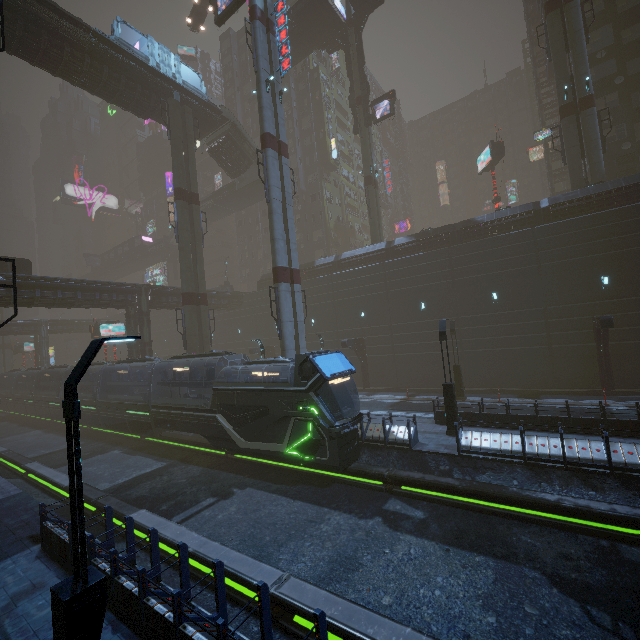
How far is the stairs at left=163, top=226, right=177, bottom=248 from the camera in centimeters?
5275cm

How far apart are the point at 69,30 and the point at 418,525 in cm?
3758

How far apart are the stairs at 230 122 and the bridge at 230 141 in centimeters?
1cm

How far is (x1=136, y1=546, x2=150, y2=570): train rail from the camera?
9.5m

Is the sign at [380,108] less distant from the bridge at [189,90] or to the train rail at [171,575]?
the bridge at [189,90]

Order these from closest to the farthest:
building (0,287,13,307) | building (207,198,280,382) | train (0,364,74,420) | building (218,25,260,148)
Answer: building (0,287,13,307) < train (0,364,74,420) < building (207,198,280,382) < building (218,25,260,148)

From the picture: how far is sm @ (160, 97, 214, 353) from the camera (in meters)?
26.77

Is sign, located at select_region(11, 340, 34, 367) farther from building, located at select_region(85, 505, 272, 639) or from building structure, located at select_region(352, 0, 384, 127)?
Answer: building structure, located at select_region(352, 0, 384, 127)
